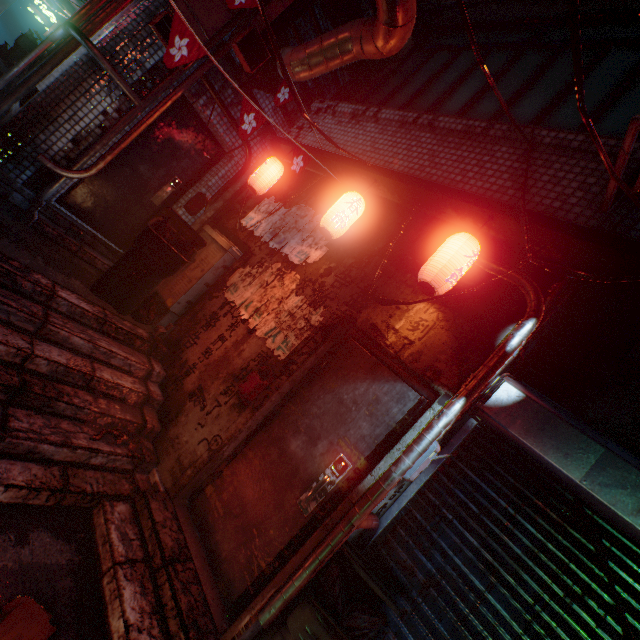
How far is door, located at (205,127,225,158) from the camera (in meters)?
4.53

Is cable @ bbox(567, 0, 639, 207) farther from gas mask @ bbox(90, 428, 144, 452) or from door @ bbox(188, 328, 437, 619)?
gas mask @ bbox(90, 428, 144, 452)

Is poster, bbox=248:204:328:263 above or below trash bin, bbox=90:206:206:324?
above

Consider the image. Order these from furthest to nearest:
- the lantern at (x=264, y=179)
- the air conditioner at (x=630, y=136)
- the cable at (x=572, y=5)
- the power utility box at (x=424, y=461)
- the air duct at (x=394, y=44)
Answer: the lantern at (x=264, y=179) < the air duct at (x=394, y=44) < the power utility box at (x=424, y=461) < the air conditioner at (x=630, y=136) < the cable at (x=572, y=5)

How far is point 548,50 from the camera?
3.4 meters

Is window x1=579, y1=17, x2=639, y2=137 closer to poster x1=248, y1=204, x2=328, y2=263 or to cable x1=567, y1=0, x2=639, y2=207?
cable x1=567, y1=0, x2=639, y2=207

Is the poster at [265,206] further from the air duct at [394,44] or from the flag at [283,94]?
the air duct at [394,44]

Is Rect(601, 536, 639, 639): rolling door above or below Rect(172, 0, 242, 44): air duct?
below
